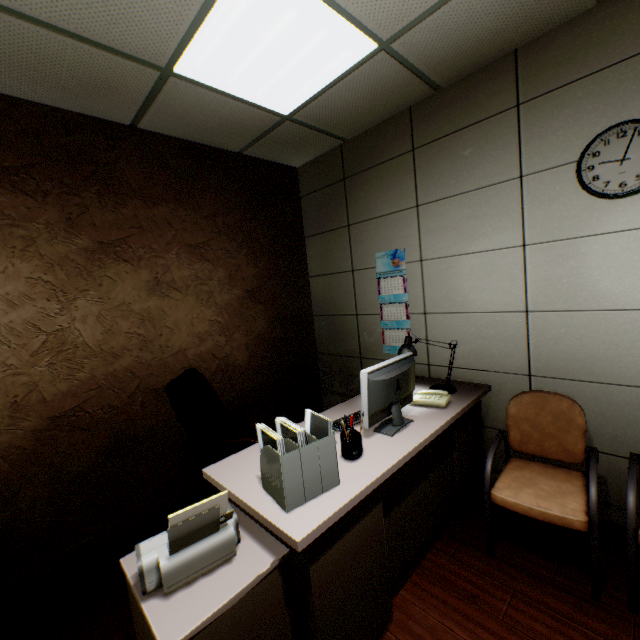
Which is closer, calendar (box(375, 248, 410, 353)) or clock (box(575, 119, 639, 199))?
clock (box(575, 119, 639, 199))

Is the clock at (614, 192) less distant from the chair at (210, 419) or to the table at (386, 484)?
the table at (386, 484)

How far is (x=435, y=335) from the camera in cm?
293

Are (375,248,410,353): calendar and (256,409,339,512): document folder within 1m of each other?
no

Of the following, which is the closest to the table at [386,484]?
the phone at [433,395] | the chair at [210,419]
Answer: the phone at [433,395]

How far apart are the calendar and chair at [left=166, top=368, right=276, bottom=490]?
1.68m

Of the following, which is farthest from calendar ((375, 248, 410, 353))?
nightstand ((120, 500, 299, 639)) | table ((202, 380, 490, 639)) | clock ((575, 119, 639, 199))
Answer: nightstand ((120, 500, 299, 639))

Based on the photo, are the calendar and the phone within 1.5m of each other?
yes
